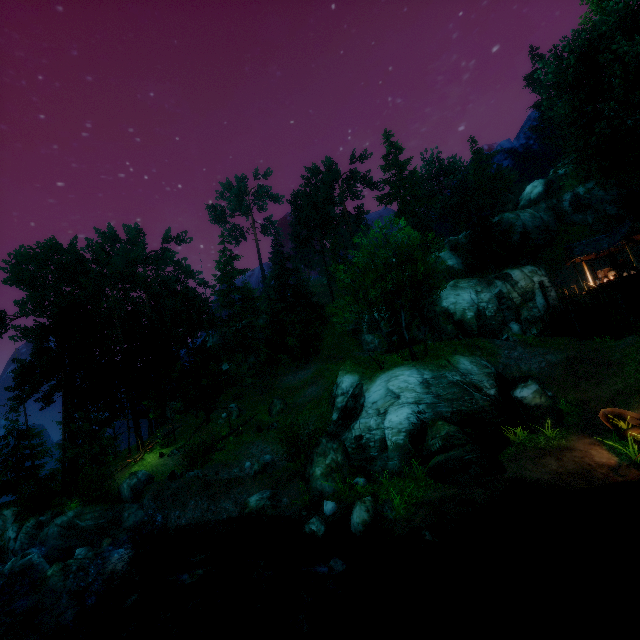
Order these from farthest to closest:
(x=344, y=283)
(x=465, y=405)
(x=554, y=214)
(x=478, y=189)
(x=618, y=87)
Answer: (x=478, y=189) < (x=554, y=214) < (x=344, y=283) < (x=618, y=87) < (x=465, y=405)

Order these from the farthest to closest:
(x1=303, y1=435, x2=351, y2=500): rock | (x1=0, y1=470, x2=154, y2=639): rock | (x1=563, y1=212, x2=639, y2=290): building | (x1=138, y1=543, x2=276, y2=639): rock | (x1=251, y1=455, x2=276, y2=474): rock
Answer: (x1=563, y1=212, x2=639, y2=290): building < (x1=251, y1=455, x2=276, y2=474): rock < (x1=303, y1=435, x2=351, y2=500): rock < (x1=0, y1=470, x2=154, y2=639): rock < (x1=138, y1=543, x2=276, y2=639): rock

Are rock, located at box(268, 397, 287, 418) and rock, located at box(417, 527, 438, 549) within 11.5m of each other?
no

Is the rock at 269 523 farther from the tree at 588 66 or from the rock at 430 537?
the tree at 588 66

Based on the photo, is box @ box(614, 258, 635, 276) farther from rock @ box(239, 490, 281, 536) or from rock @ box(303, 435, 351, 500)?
rock @ box(239, 490, 281, 536)

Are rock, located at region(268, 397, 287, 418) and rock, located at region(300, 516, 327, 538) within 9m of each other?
no

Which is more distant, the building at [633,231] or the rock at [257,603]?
the building at [633,231]

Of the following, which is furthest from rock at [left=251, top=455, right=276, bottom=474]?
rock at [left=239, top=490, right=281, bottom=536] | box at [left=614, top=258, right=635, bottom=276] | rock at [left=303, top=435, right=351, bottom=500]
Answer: box at [left=614, top=258, right=635, bottom=276]
